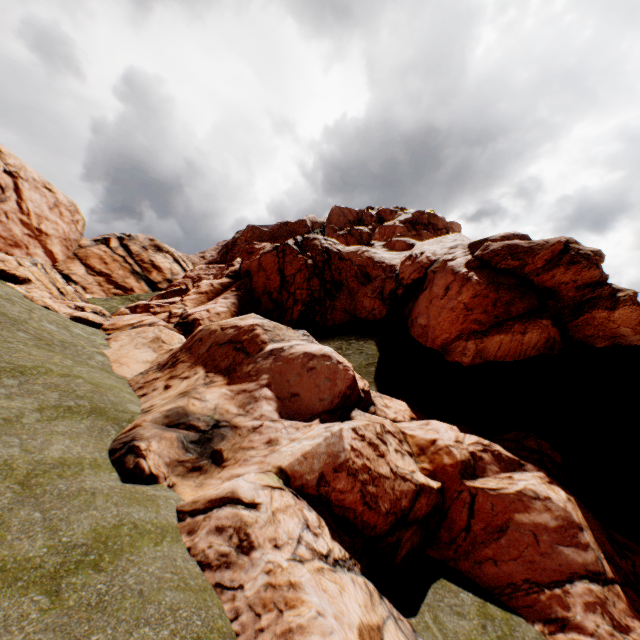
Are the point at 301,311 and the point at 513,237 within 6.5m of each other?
no
